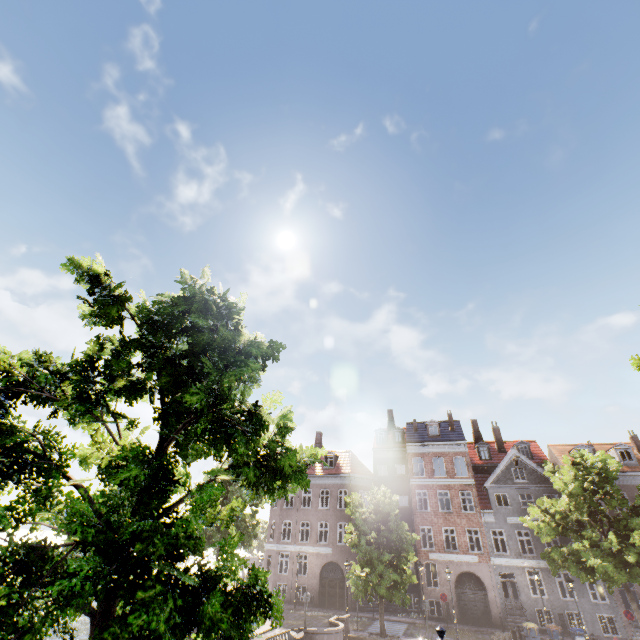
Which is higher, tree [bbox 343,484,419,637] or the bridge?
tree [bbox 343,484,419,637]

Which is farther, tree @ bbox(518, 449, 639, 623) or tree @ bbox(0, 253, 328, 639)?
tree @ bbox(518, 449, 639, 623)

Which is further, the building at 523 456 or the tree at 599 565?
the building at 523 456

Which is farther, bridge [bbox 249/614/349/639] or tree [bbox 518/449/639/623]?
tree [bbox 518/449/639/623]

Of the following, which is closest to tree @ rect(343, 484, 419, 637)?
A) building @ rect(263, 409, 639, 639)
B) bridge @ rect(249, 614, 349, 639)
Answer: bridge @ rect(249, 614, 349, 639)

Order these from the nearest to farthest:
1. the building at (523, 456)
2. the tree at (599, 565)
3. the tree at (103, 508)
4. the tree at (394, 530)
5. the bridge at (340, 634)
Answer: the tree at (103, 508) < the bridge at (340, 634) < the tree at (599, 565) < the tree at (394, 530) < the building at (523, 456)

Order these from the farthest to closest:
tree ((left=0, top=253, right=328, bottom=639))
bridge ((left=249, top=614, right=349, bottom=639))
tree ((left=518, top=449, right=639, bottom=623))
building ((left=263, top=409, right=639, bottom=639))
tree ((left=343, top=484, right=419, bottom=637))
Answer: building ((left=263, top=409, right=639, bottom=639)) < tree ((left=343, top=484, right=419, bottom=637)) < tree ((left=518, top=449, right=639, bottom=623)) < bridge ((left=249, top=614, right=349, bottom=639)) < tree ((left=0, top=253, right=328, bottom=639))

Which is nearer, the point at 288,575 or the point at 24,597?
the point at 24,597
